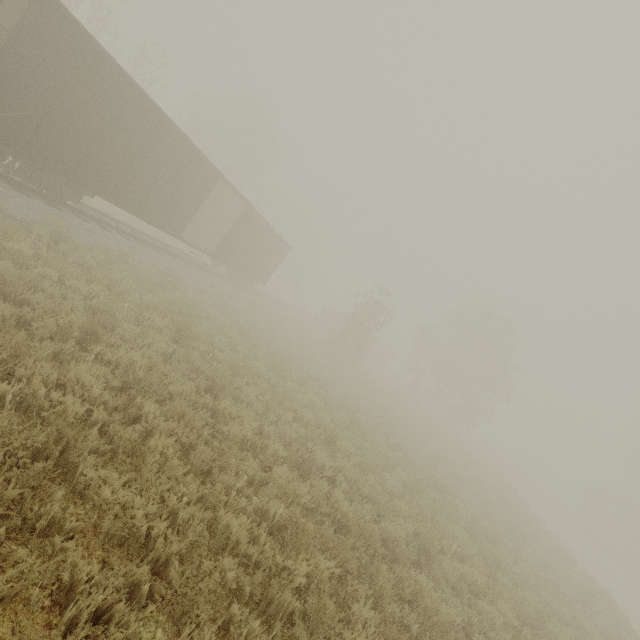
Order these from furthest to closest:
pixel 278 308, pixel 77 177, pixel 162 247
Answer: pixel 278 308
pixel 162 247
pixel 77 177

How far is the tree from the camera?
32.8m

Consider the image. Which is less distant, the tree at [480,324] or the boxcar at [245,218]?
the boxcar at [245,218]

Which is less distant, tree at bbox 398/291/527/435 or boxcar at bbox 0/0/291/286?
boxcar at bbox 0/0/291/286

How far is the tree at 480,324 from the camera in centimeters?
3284cm
